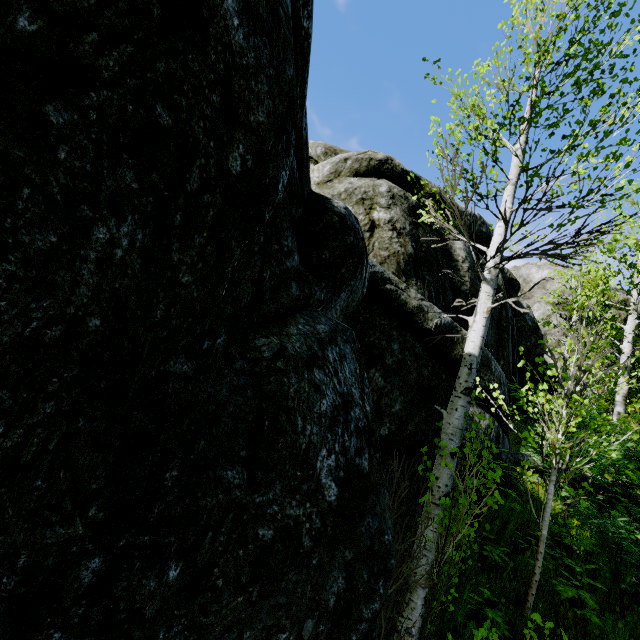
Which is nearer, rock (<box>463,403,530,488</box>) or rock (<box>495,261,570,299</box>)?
rock (<box>463,403,530,488</box>)

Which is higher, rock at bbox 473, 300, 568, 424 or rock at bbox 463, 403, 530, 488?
A: rock at bbox 473, 300, 568, 424

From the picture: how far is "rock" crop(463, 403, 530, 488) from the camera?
6.0 meters

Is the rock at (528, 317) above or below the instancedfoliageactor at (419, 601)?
above

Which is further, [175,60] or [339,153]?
[339,153]

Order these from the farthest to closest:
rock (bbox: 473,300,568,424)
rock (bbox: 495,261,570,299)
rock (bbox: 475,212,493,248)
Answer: rock (bbox: 495,261,570,299)
rock (bbox: 475,212,493,248)
rock (bbox: 473,300,568,424)

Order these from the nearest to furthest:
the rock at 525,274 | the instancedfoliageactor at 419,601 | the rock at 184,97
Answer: the rock at 184,97
the instancedfoliageactor at 419,601
the rock at 525,274
